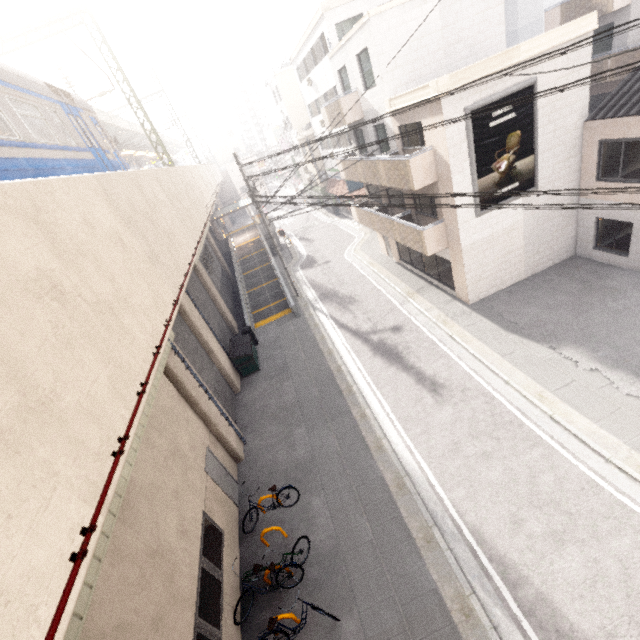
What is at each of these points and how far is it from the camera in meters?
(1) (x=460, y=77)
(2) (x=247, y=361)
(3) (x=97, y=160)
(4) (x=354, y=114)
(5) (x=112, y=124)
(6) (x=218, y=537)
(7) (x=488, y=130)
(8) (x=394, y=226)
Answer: (1) roof trim, 10.7
(2) dumpster, 16.2
(3) train, 9.7
(4) balcony, 16.7
(5) awning structure, 22.2
(6) window, 8.8
(7) sign, 11.8
(8) balcony, 16.7

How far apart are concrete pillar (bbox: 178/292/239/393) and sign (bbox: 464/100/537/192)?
12.6 meters

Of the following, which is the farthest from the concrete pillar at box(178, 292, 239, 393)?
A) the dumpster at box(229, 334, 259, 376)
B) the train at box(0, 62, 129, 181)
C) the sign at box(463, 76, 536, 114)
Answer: the sign at box(463, 76, 536, 114)

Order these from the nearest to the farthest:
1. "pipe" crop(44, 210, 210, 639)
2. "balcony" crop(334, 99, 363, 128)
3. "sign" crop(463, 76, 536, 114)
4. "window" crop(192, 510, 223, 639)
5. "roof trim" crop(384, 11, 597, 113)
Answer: "pipe" crop(44, 210, 210, 639) → "window" crop(192, 510, 223, 639) → "roof trim" crop(384, 11, 597, 113) → "sign" crop(463, 76, 536, 114) → "balcony" crop(334, 99, 363, 128)

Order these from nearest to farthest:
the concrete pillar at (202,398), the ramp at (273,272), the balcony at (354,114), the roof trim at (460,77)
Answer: the concrete pillar at (202,398), the roof trim at (460,77), the balcony at (354,114), the ramp at (273,272)

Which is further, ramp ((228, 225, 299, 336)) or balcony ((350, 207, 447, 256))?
ramp ((228, 225, 299, 336))

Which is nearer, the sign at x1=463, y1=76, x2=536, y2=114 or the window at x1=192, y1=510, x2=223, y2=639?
the window at x1=192, y1=510, x2=223, y2=639

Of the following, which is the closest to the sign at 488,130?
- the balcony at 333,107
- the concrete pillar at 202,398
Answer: the balcony at 333,107
